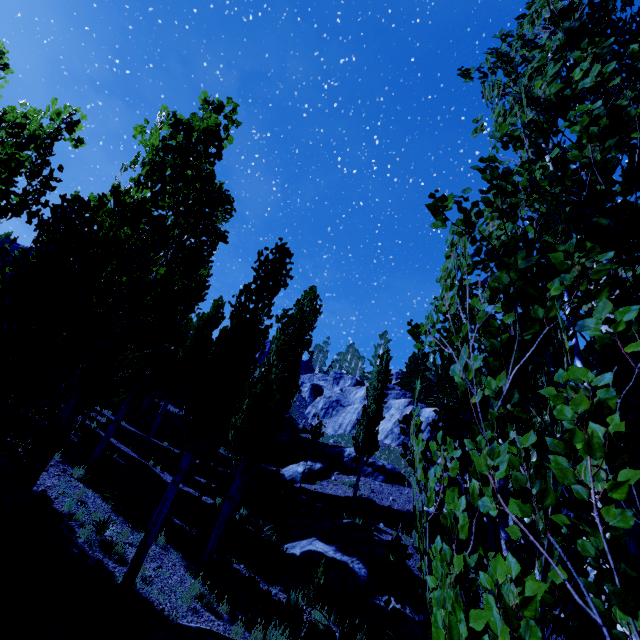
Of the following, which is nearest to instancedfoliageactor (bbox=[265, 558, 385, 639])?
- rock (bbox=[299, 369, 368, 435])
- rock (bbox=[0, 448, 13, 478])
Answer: rock (bbox=[299, 369, 368, 435])

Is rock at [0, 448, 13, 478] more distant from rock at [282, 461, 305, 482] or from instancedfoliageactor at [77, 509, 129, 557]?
rock at [282, 461, 305, 482]

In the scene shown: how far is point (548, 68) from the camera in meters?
2.2

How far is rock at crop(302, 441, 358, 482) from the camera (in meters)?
21.98

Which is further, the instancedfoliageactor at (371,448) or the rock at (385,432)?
the rock at (385,432)

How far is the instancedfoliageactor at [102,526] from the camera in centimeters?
827cm

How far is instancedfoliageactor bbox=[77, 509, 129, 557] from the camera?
8.3 meters
